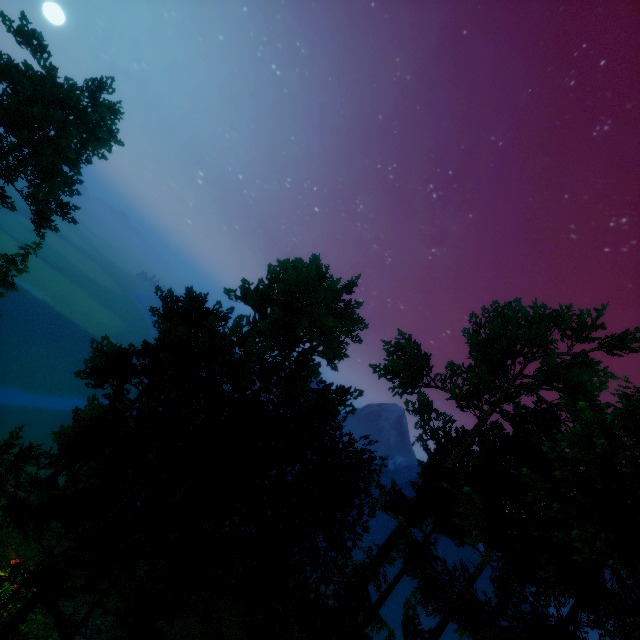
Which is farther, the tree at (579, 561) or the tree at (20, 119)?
the tree at (20, 119)

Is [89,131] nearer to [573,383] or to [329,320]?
[329,320]

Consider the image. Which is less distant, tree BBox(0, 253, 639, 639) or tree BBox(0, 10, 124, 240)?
tree BBox(0, 253, 639, 639)
